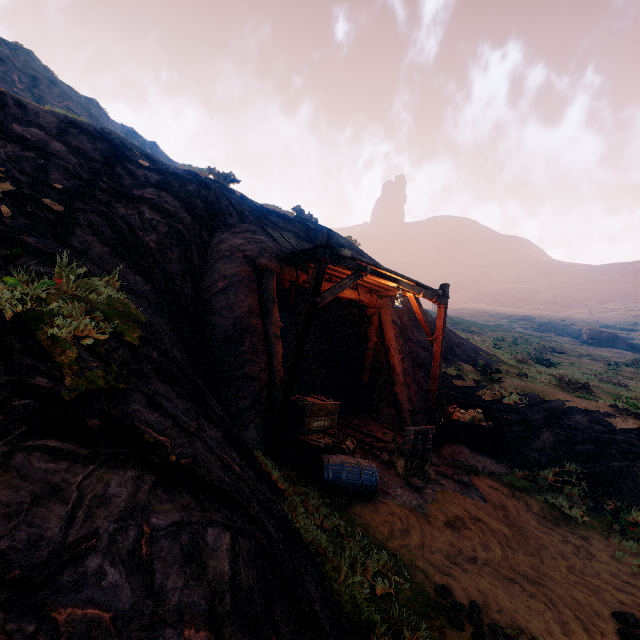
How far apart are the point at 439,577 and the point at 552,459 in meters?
6.1 m

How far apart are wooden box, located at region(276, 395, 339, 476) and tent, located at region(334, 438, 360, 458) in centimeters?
6cm

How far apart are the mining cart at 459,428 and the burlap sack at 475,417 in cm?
3

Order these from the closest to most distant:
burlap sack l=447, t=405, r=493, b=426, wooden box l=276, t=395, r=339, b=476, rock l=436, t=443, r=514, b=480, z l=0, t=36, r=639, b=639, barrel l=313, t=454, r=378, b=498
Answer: Answer: z l=0, t=36, r=639, b=639 < barrel l=313, t=454, r=378, b=498 < wooden box l=276, t=395, r=339, b=476 < rock l=436, t=443, r=514, b=480 < burlap sack l=447, t=405, r=493, b=426

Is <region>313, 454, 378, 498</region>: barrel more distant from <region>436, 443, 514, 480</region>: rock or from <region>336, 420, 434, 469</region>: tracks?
<region>436, 443, 514, 480</region>: rock

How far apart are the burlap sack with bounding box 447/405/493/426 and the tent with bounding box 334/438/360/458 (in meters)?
2.78

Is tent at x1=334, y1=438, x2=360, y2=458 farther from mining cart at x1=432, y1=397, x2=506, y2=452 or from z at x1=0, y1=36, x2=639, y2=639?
mining cart at x1=432, y1=397, x2=506, y2=452

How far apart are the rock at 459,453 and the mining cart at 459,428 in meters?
0.0
